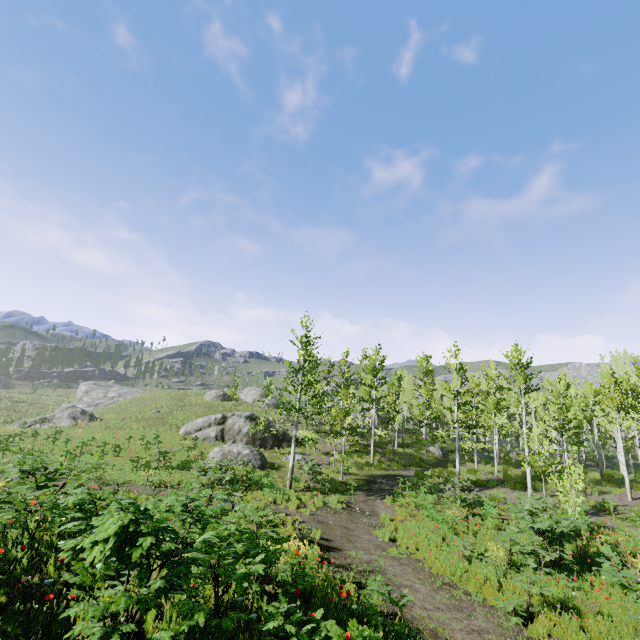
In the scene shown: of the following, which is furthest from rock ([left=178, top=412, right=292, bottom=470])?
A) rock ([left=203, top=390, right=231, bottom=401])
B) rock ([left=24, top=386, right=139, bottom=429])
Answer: rock ([left=24, top=386, right=139, bottom=429])

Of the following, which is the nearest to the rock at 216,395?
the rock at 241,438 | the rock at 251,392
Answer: the rock at 251,392

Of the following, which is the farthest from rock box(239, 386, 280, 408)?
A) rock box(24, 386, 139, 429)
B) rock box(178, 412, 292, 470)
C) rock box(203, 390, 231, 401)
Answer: rock box(24, 386, 139, 429)

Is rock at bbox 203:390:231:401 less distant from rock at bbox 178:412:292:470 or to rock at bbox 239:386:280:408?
rock at bbox 239:386:280:408

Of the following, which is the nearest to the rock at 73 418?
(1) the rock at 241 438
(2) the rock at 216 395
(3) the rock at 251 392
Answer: (1) the rock at 241 438

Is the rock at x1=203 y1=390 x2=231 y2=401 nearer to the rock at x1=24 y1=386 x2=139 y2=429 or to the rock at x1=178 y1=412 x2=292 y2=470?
the rock at x1=178 y1=412 x2=292 y2=470

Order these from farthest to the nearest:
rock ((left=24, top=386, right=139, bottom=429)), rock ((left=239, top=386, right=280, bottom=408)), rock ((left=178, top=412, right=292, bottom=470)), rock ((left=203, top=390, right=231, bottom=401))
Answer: rock ((left=239, top=386, right=280, bottom=408)), rock ((left=203, top=390, right=231, bottom=401)), rock ((left=24, top=386, right=139, bottom=429)), rock ((left=178, top=412, right=292, bottom=470))

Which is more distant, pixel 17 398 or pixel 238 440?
pixel 17 398
